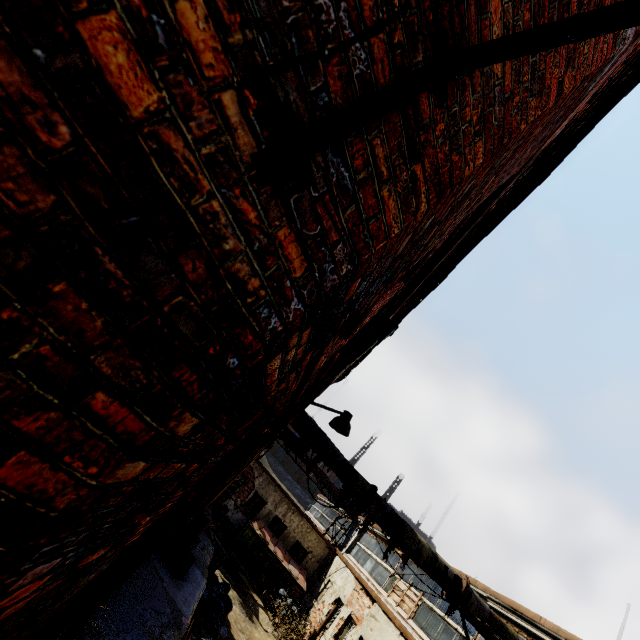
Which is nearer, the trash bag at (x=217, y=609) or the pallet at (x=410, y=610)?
the trash bag at (x=217, y=609)

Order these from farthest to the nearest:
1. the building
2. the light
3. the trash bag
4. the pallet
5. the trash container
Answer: the trash container, the pallet, the trash bag, the building, the light

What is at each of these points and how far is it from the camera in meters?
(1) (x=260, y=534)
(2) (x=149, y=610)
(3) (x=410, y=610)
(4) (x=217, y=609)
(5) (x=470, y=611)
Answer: (1) trash container, 17.3
(2) building, 5.6
(3) pallet, 11.5
(4) trash bag, 9.7
(5) pipe, 7.9

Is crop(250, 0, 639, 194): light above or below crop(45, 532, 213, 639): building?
above

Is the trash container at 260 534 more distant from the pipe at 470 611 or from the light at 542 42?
the light at 542 42

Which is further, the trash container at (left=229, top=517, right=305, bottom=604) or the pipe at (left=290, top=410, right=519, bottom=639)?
the trash container at (left=229, top=517, right=305, bottom=604)

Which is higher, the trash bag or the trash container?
the trash container

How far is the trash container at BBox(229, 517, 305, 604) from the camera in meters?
16.6 m
